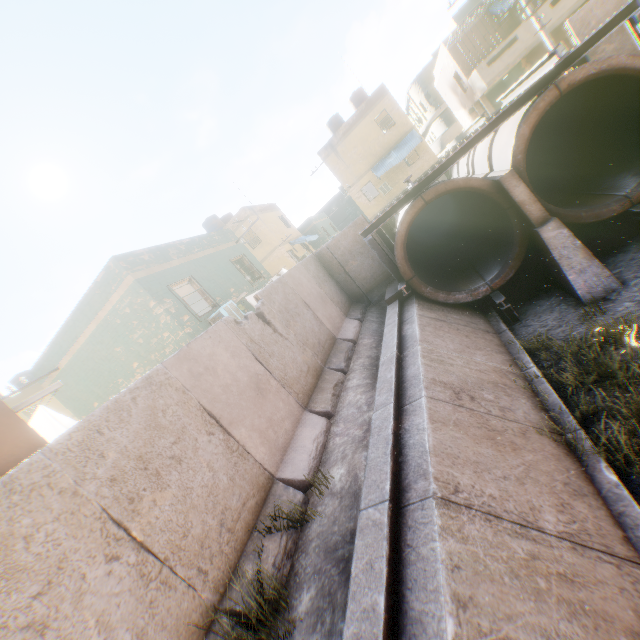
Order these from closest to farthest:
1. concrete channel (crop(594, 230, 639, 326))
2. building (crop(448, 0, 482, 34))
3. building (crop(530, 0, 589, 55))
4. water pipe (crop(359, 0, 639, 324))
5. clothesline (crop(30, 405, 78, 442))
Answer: clothesline (crop(30, 405, 78, 442)) → concrete channel (crop(594, 230, 639, 326)) → water pipe (crop(359, 0, 639, 324)) → building (crop(530, 0, 589, 55)) → building (crop(448, 0, 482, 34))

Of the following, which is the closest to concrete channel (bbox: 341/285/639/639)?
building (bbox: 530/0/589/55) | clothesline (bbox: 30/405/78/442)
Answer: clothesline (bbox: 30/405/78/442)

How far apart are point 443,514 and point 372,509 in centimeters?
94cm

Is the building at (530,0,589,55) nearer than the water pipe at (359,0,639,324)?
No

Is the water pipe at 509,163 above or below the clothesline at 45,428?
below

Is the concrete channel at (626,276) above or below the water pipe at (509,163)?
below

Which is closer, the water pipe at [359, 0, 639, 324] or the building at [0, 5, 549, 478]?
the water pipe at [359, 0, 639, 324]

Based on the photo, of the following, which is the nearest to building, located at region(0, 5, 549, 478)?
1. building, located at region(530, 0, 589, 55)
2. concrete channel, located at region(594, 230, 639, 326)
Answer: concrete channel, located at region(594, 230, 639, 326)
